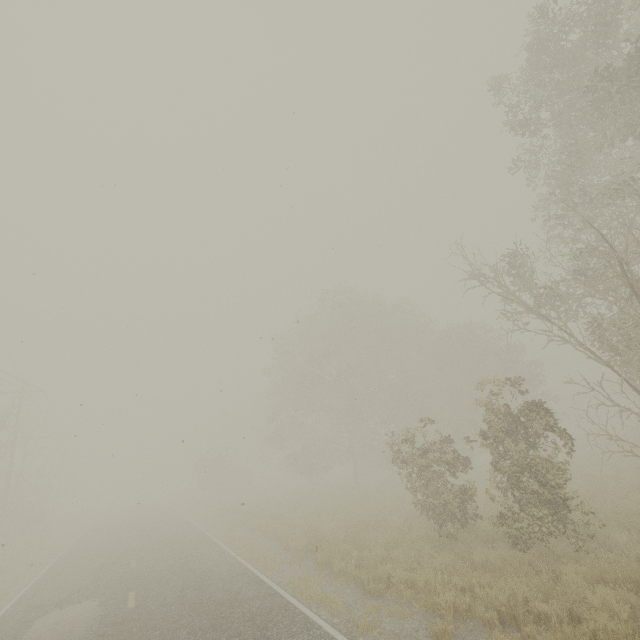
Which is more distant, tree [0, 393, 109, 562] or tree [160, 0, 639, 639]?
tree [0, 393, 109, 562]

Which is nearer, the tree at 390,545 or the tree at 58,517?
the tree at 390,545

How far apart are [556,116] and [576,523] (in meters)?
16.46
